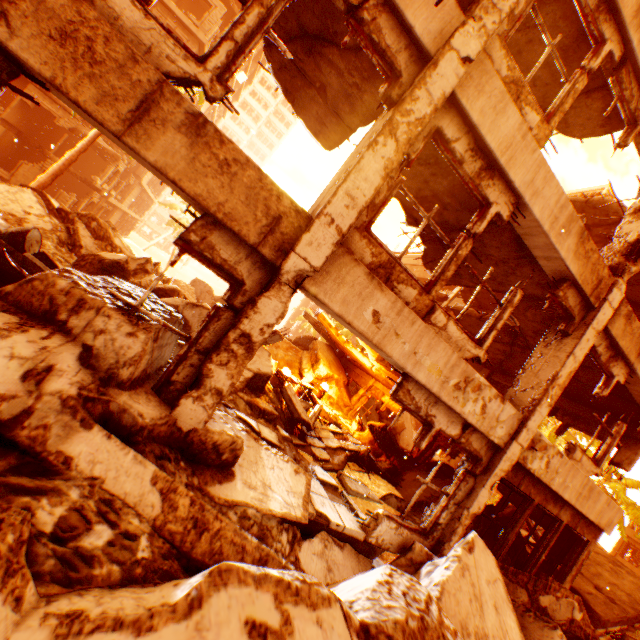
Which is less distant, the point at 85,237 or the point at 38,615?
the point at 38,615

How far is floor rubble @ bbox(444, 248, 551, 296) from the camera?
6.3m

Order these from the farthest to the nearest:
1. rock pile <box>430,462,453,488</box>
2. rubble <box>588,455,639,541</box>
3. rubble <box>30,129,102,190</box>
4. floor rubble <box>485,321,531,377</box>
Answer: rubble <box>588,455,639,541</box> → rubble <box>30,129,102,190</box> → floor rubble <box>485,321,531,377</box> → rock pile <box>430,462,453,488</box>

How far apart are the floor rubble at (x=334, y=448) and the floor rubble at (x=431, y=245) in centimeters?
538cm

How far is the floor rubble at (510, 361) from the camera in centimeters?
1008cm

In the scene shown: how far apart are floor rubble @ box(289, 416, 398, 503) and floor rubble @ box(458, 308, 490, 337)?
5.4 meters

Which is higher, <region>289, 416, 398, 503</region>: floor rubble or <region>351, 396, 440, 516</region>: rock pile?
<region>351, 396, 440, 516</region>: rock pile
